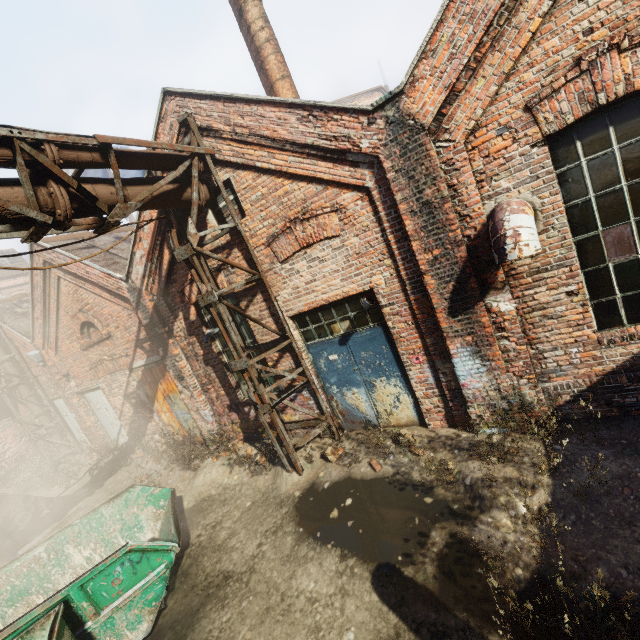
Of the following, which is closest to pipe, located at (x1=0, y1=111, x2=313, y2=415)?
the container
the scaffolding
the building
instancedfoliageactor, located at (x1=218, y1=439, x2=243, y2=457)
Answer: the scaffolding

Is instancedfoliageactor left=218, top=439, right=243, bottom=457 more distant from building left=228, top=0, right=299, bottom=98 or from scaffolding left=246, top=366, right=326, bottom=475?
building left=228, top=0, right=299, bottom=98

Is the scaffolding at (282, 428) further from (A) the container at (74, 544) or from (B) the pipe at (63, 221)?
(A) the container at (74, 544)

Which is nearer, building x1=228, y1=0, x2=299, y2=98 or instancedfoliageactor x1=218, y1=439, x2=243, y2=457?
building x1=228, y1=0, x2=299, y2=98

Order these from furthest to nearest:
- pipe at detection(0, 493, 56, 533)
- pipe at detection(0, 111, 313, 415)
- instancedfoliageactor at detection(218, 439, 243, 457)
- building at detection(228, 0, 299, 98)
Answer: pipe at detection(0, 493, 56, 533) < instancedfoliageactor at detection(218, 439, 243, 457) < building at detection(228, 0, 299, 98) < pipe at detection(0, 111, 313, 415)

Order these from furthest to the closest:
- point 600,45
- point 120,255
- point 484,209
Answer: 1. point 120,255
2. point 484,209
3. point 600,45

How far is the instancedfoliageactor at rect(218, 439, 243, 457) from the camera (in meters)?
7.37

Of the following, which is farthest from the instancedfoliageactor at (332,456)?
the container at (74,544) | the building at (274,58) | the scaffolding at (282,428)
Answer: the building at (274,58)
